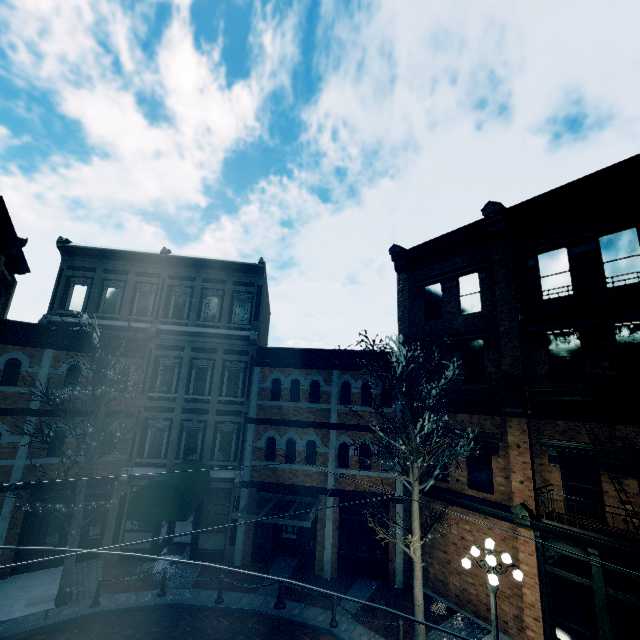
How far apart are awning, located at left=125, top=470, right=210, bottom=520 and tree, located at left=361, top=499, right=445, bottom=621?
7.0m

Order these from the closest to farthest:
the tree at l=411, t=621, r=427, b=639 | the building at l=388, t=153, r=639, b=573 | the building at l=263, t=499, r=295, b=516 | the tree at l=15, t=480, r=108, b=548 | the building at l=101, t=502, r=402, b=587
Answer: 1. the building at l=388, t=153, r=639, b=573
2. the tree at l=411, t=621, r=427, b=639
3. the tree at l=15, t=480, r=108, b=548
4. the building at l=101, t=502, r=402, b=587
5. the building at l=263, t=499, r=295, b=516

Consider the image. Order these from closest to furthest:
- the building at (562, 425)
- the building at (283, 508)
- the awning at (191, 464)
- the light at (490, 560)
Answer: the light at (490, 560)
the building at (562, 425)
the awning at (191, 464)
the building at (283, 508)

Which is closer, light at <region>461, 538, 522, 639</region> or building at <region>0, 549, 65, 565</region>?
light at <region>461, 538, 522, 639</region>

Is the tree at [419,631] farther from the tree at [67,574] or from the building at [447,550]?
the tree at [67,574]

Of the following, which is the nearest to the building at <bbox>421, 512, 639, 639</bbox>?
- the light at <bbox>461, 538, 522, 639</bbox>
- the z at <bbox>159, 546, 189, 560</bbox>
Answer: the z at <bbox>159, 546, 189, 560</bbox>

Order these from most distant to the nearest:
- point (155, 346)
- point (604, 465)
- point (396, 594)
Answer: point (155, 346) → point (396, 594) → point (604, 465)
